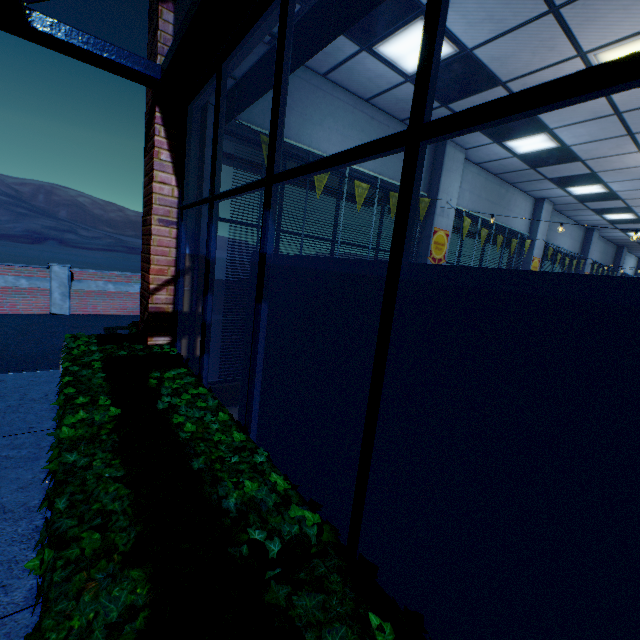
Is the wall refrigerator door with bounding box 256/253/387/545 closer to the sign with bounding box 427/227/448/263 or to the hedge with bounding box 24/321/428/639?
the hedge with bounding box 24/321/428/639

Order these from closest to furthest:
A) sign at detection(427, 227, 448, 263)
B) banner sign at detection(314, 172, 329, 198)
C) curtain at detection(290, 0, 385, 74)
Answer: curtain at detection(290, 0, 385, 74)
banner sign at detection(314, 172, 329, 198)
sign at detection(427, 227, 448, 263)

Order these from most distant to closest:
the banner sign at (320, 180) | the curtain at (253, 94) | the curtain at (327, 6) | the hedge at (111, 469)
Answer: the banner sign at (320, 180)
the curtain at (253, 94)
the curtain at (327, 6)
the hedge at (111, 469)

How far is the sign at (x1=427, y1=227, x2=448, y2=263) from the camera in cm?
664

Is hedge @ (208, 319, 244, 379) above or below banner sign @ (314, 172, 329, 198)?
below

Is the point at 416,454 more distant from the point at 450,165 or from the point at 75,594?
the point at 450,165

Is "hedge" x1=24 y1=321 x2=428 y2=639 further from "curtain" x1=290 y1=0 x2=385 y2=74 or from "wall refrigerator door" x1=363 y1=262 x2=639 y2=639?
"curtain" x1=290 y1=0 x2=385 y2=74

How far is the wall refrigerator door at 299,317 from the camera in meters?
1.9 m
